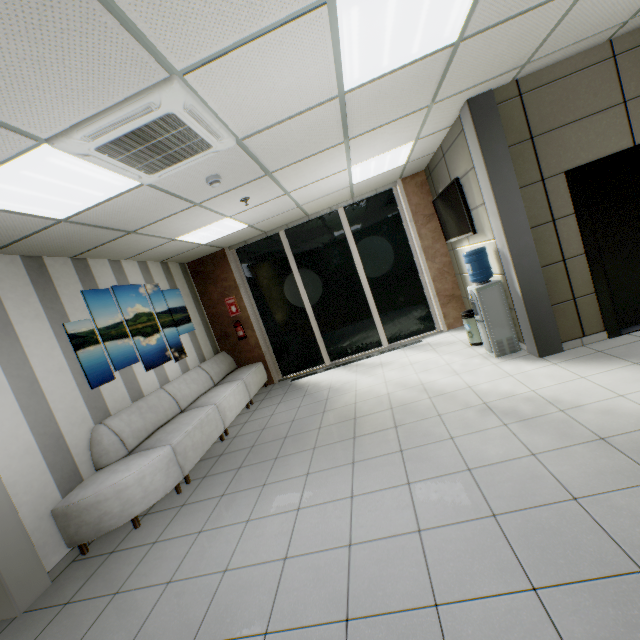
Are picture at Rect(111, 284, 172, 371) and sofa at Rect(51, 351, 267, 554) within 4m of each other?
yes

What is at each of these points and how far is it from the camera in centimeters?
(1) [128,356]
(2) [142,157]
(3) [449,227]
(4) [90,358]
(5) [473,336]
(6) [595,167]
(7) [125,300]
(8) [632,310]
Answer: (1) picture, 480cm
(2) air conditioning vent, 255cm
(3) tv, 566cm
(4) picture, 418cm
(5) garbage can, 529cm
(6) elevator, 371cm
(7) picture, 511cm
(8) elevator door, 402cm

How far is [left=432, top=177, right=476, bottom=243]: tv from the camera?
4.7m

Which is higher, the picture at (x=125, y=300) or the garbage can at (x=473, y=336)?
the picture at (x=125, y=300)

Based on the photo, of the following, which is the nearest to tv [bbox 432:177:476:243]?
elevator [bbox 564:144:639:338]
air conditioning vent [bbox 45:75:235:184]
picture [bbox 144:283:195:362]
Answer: elevator [bbox 564:144:639:338]

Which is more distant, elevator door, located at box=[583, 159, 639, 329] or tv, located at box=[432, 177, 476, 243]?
tv, located at box=[432, 177, 476, 243]

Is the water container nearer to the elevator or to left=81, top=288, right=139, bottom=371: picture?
the elevator

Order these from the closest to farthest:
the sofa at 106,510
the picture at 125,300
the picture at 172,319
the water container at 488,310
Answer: the sofa at 106,510
the water container at 488,310
the picture at 125,300
the picture at 172,319
